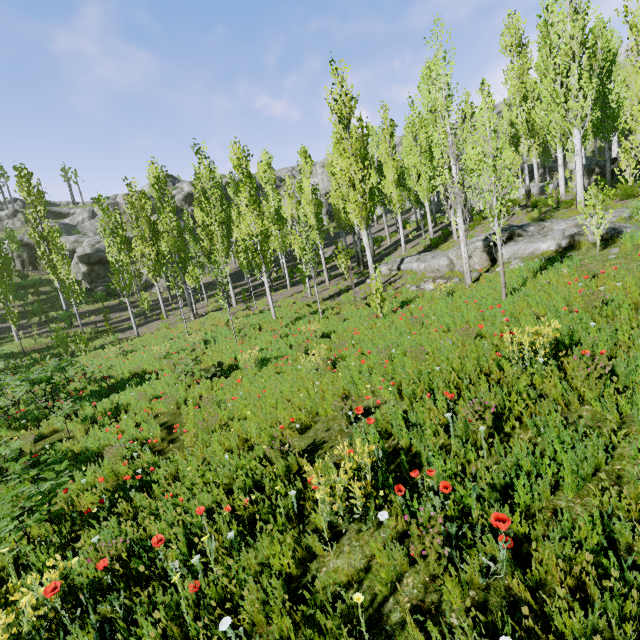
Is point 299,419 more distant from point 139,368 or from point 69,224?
point 69,224

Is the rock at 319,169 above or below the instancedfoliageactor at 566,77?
above

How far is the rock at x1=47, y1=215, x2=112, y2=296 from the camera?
36.9 meters

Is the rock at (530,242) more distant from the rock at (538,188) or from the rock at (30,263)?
the rock at (30,263)

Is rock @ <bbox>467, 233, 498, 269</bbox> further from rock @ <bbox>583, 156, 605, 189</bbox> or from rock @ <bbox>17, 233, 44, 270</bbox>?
rock @ <bbox>17, 233, 44, 270</bbox>

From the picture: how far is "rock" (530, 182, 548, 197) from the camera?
26.31m

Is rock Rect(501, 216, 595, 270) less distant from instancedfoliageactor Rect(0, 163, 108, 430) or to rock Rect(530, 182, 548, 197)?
instancedfoliageactor Rect(0, 163, 108, 430)
